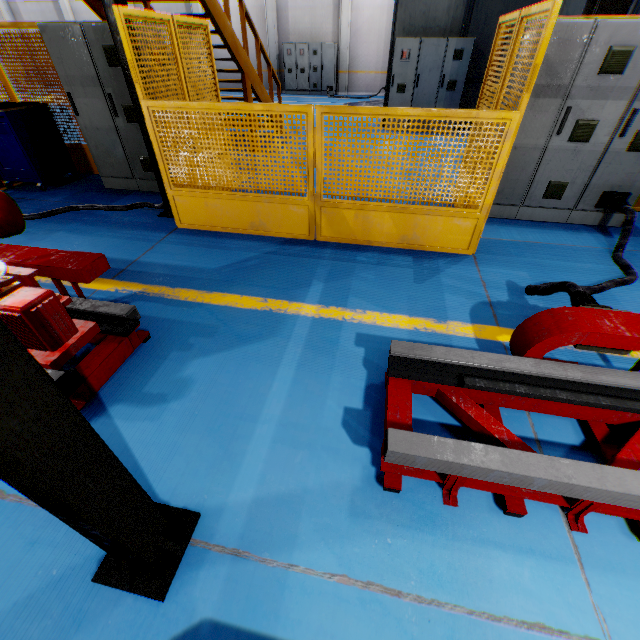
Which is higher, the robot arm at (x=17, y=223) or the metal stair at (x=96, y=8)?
the metal stair at (x=96, y=8)

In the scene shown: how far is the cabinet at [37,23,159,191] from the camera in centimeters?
439cm

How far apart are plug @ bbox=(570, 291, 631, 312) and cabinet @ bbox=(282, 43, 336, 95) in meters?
19.7 m

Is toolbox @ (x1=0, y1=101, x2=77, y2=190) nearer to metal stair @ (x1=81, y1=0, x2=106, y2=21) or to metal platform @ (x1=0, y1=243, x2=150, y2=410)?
metal stair @ (x1=81, y1=0, x2=106, y2=21)

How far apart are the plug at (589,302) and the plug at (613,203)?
2.9m

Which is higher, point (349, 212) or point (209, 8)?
point (209, 8)

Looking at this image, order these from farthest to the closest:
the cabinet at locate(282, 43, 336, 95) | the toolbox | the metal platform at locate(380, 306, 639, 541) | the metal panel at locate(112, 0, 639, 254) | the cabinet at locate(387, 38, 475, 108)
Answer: the cabinet at locate(282, 43, 336, 95) → the cabinet at locate(387, 38, 475, 108) → the toolbox → the metal panel at locate(112, 0, 639, 254) → the metal platform at locate(380, 306, 639, 541)

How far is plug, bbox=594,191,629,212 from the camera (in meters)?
4.18
